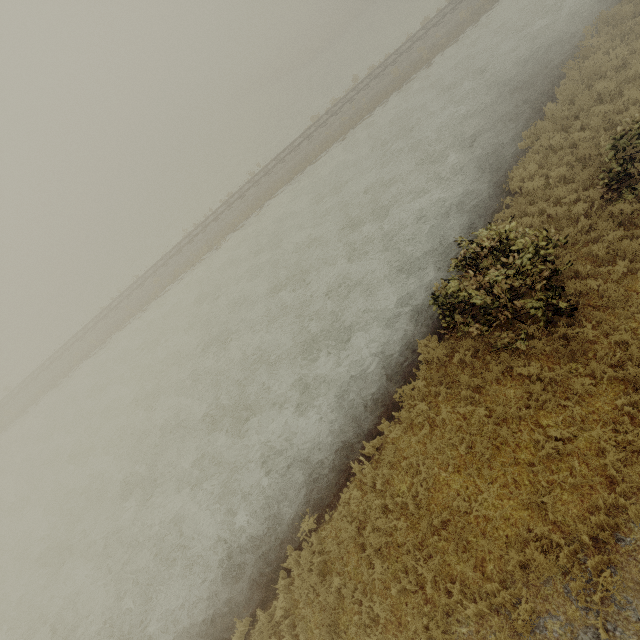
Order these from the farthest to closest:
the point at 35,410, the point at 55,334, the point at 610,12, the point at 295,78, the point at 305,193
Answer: the point at 295,78
the point at 55,334
the point at 35,410
the point at 305,193
the point at 610,12
